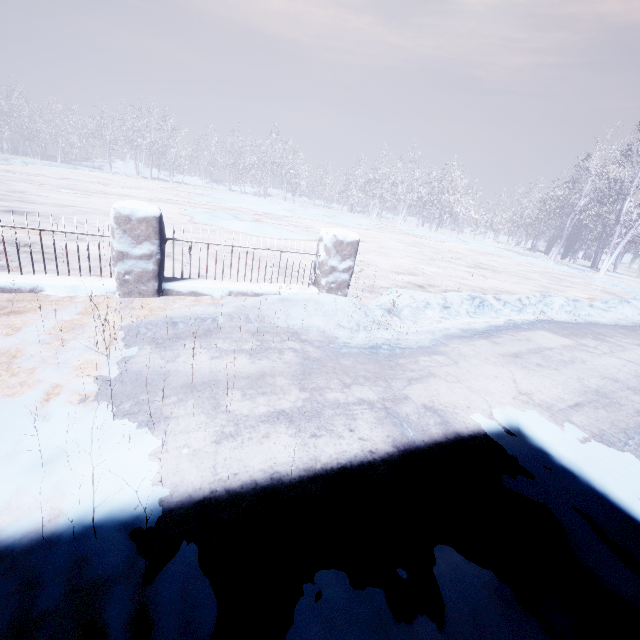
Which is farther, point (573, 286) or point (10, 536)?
point (573, 286)
